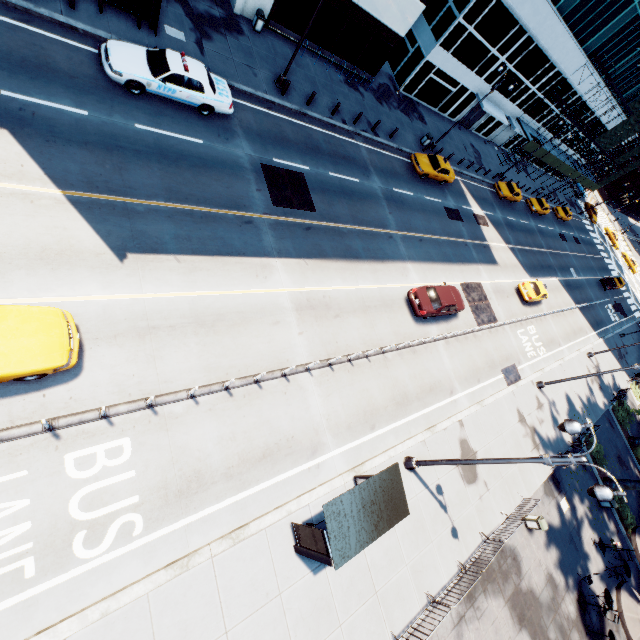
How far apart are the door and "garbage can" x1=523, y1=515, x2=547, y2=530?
38.83m

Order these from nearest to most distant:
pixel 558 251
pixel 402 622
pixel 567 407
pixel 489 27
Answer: pixel 402 622 < pixel 567 407 < pixel 489 27 < pixel 558 251

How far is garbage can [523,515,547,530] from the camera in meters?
17.3 m

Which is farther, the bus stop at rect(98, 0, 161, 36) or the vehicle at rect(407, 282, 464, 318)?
the vehicle at rect(407, 282, 464, 318)

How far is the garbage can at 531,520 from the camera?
17.27m

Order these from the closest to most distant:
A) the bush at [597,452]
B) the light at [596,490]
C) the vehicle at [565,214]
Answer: the light at [596,490] → the bush at [597,452] → the vehicle at [565,214]

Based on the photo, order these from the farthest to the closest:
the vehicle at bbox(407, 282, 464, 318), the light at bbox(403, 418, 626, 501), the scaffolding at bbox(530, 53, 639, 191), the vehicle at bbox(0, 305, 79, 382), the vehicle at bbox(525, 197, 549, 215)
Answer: the vehicle at bbox(525, 197, 549, 215), the scaffolding at bbox(530, 53, 639, 191), the vehicle at bbox(407, 282, 464, 318), the light at bbox(403, 418, 626, 501), the vehicle at bbox(0, 305, 79, 382)

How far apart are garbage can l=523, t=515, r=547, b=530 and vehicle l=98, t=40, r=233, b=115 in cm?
2656
